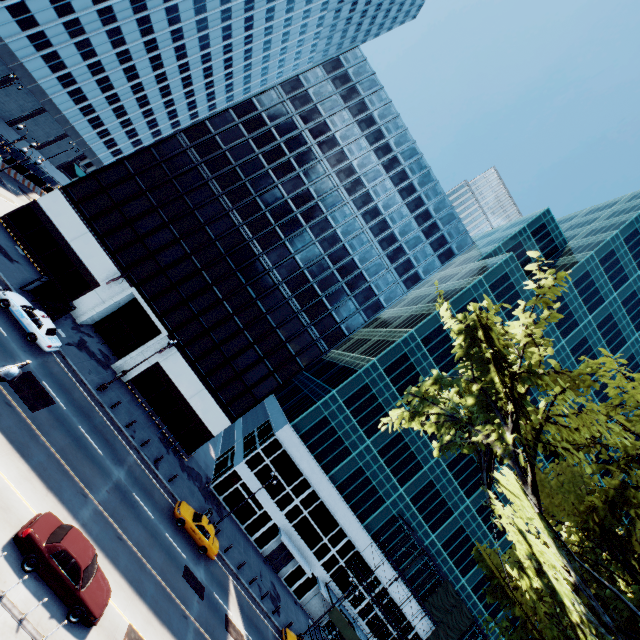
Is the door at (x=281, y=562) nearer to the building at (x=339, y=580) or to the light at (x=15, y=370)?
the building at (x=339, y=580)

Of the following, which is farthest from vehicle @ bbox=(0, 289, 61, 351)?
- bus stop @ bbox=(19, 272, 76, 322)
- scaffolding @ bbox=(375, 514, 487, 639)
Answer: scaffolding @ bbox=(375, 514, 487, 639)

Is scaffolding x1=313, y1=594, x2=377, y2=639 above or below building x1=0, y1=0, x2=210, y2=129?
below

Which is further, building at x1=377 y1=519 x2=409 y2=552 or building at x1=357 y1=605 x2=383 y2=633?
building at x1=377 y1=519 x2=409 y2=552

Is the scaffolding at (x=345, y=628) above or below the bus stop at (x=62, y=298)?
above

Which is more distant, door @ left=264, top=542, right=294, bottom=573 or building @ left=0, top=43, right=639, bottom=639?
door @ left=264, top=542, right=294, bottom=573

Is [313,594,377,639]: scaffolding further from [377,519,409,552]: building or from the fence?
the fence

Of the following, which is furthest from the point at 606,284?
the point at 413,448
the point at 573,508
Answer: the point at 573,508
